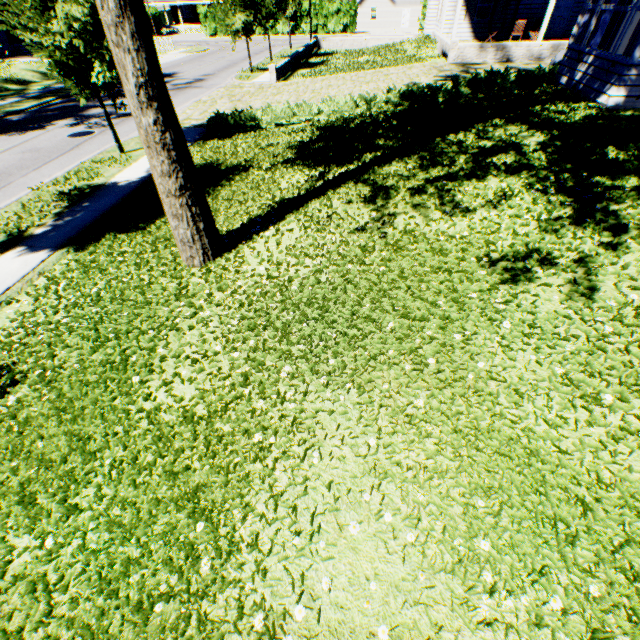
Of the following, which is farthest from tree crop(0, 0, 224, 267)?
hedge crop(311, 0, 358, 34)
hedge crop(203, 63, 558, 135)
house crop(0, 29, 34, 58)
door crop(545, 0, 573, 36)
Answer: hedge crop(311, 0, 358, 34)

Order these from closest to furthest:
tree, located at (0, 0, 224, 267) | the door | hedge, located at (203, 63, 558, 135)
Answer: tree, located at (0, 0, 224, 267) → hedge, located at (203, 63, 558, 135) → the door

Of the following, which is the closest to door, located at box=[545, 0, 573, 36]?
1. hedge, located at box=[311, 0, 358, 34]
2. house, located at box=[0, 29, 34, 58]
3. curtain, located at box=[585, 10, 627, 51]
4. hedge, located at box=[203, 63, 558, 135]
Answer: hedge, located at box=[203, 63, 558, 135]

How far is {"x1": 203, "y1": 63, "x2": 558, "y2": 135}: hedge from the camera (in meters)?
11.65

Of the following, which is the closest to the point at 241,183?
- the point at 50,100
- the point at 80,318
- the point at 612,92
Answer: the point at 80,318

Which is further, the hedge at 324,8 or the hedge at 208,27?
the hedge at 208,27

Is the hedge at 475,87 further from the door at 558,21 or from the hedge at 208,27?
the hedge at 208,27

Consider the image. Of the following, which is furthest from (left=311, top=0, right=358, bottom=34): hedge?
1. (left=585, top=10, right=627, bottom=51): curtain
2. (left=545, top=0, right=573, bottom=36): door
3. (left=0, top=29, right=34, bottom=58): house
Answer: (left=585, top=10, right=627, bottom=51): curtain
